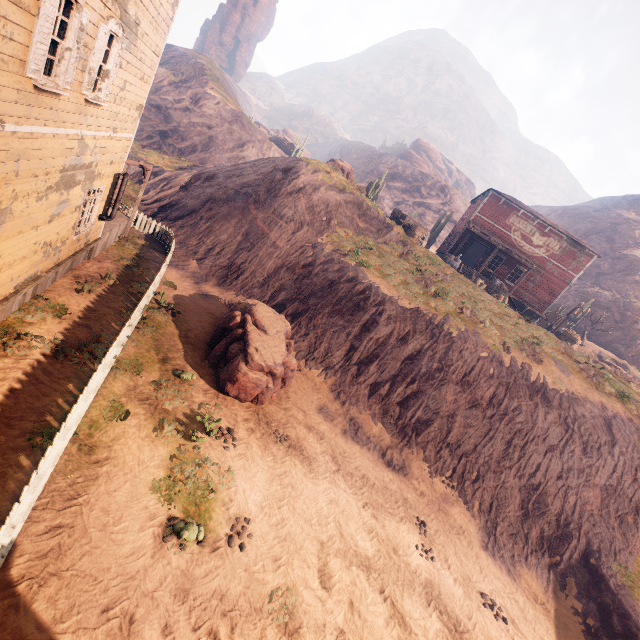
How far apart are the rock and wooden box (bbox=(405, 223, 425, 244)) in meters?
42.2

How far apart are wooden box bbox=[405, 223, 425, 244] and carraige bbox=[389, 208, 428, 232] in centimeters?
4cm

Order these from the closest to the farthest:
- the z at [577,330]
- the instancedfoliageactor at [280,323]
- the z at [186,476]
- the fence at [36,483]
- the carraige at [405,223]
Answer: the fence at [36,483] < the z at [186,476] < the instancedfoliageactor at [280,323] < the carraige at [405,223] < the z at [577,330]

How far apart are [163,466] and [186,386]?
2.8 meters

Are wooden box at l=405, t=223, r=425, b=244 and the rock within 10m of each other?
no

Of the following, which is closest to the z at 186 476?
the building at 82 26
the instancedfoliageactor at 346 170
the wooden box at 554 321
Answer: the building at 82 26

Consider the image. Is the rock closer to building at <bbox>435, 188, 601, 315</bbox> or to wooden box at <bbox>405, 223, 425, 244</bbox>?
building at <bbox>435, 188, 601, 315</bbox>

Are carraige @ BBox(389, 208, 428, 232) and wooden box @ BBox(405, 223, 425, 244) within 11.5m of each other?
yes
